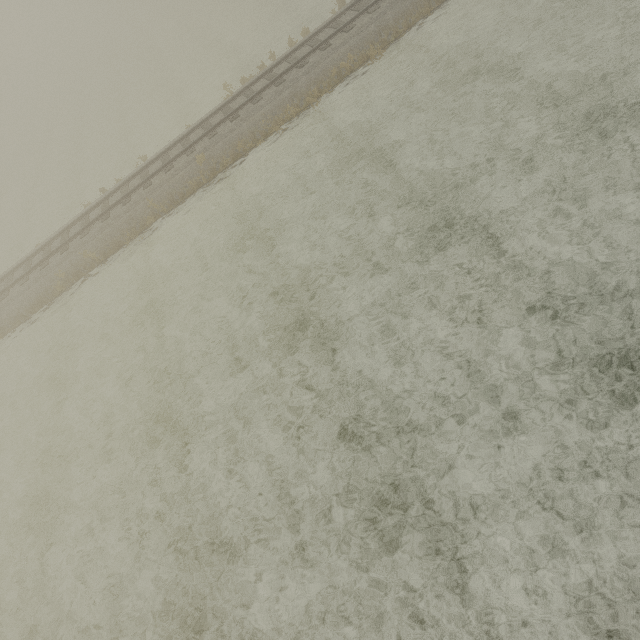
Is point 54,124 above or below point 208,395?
above
